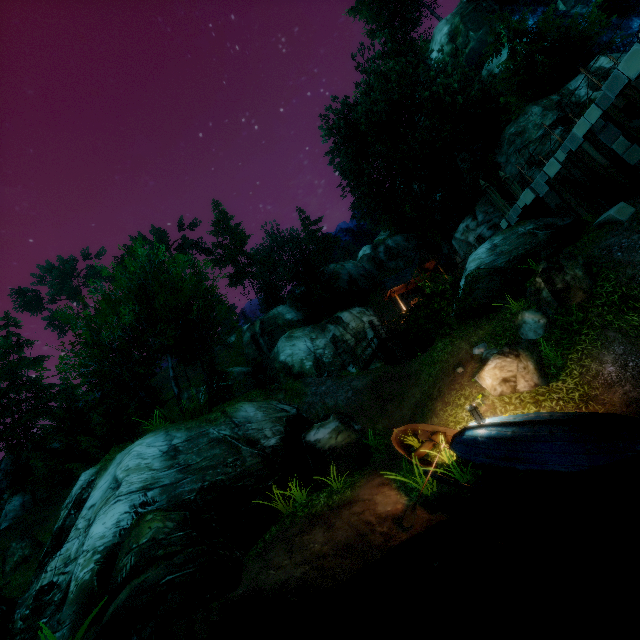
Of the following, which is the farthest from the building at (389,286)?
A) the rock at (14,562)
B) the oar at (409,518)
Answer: the rock at (14,562)

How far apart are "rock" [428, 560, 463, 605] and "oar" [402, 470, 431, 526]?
1.4m

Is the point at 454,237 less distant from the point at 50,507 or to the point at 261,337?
the point at 261,337

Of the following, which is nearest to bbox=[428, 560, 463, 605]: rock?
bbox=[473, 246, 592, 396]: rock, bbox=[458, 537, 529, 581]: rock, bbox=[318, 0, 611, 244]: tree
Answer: bbox=[458, 537, 529, 581]: rock

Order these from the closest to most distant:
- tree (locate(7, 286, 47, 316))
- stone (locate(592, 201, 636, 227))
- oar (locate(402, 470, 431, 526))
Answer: oar (locate(402, 470, 431, 526))
stone (locate(592, 201, 636, 227))
tree (locate(7, 286, 47, 316))

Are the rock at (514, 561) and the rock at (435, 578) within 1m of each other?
yes

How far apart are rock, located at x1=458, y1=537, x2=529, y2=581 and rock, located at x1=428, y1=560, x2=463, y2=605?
0.23m

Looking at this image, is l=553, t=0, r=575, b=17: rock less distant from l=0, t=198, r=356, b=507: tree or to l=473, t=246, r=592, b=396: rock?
l=0, t=198, r=356, b=507: tree
